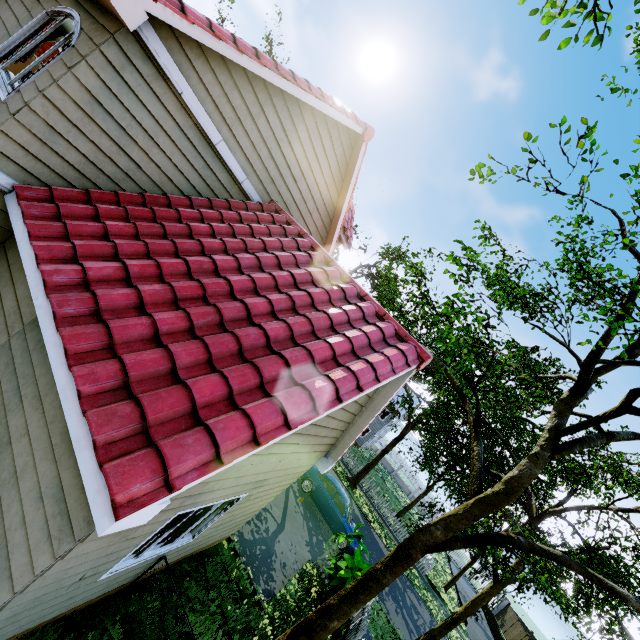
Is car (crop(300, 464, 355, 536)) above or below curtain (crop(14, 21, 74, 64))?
below

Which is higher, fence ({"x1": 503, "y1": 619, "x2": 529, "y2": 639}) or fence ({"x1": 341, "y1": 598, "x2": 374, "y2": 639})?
fence ({"x1": 503, "y1": 619, "x2": 529, "y2": 639})

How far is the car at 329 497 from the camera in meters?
14.6 m

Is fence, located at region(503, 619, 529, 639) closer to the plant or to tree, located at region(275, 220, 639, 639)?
tree, located at region(275, 220, 639, 639)

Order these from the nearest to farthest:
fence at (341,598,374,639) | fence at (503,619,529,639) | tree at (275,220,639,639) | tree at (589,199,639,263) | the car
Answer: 1. tree at (589,199,639,263)
2. tree at (275,220,639,639)
3. fence at (341,598,374,639)
4. the car
5. fence at (503,619,529,639)

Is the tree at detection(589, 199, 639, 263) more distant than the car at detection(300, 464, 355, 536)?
No

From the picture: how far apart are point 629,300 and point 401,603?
17.7m

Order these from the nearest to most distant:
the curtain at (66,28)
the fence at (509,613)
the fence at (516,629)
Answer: the curtain at (66,28) < the fence at (516,629) < the fence at (509,613)
